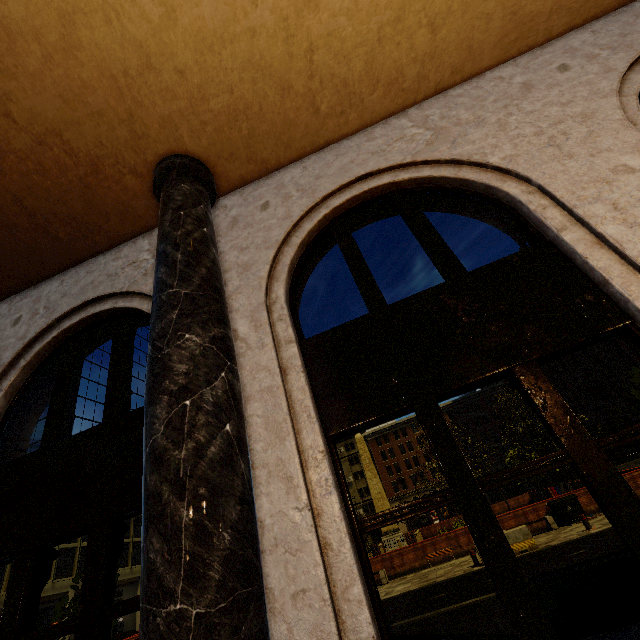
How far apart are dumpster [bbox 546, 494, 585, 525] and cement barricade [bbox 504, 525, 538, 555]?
4.44m

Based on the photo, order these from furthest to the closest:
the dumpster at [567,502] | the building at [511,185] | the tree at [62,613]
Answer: the dumpster at [567,502]
the tree at [62,613]
the building at [511,185]

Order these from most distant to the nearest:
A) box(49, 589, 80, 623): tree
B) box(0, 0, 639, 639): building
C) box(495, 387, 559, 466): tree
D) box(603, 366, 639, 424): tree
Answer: box(495, 387, 559, 466): tree
box(49, 589, 80, 623): tree
box(603, 366, 639, 424): tree
box(0, 0, 639, 639): building

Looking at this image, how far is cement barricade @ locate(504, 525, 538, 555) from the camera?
13.5m

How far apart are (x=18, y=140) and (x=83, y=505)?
3.95m

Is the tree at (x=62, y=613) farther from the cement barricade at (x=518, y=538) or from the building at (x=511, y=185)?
the cement barricade at (x=518, y=538)

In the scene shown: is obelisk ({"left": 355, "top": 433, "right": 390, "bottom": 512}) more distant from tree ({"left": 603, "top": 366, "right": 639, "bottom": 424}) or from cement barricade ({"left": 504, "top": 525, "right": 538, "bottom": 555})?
cement barricade ({"left": 504, "top": 525, "right": 538, "bottom": 555})

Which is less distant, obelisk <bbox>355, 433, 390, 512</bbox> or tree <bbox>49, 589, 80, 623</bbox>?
tree <bbox>49, 589, 80, 623</bbox>
